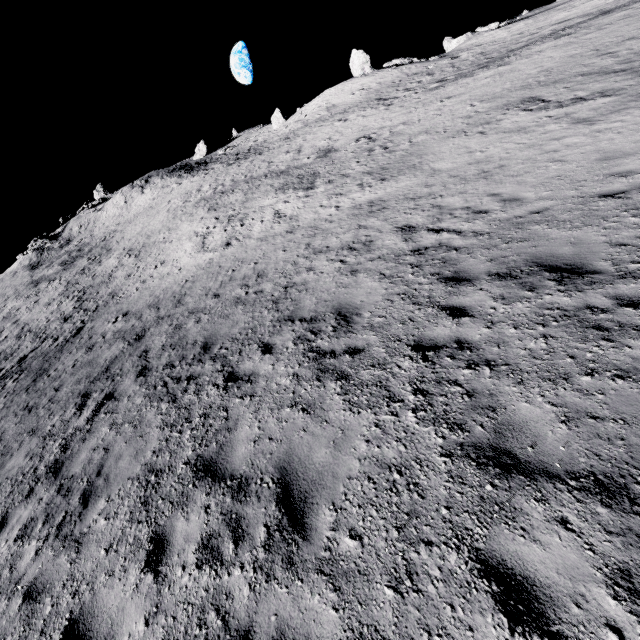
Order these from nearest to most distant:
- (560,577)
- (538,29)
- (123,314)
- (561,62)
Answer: (560,577)
(123,314)
(561,62)
(538,29)

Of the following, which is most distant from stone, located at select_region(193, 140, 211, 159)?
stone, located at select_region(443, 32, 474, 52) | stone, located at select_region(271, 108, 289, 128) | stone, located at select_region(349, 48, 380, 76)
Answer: stone, located at select_region(443, 32, 474, 52)

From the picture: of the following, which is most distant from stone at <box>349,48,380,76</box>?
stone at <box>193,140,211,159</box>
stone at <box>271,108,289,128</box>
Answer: stone at <box>193,140,211,159</box>

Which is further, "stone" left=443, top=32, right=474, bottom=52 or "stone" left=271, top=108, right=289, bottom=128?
"stone" left=271, top=108, right=289, bottom=128

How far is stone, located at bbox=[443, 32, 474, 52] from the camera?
43.5 meters

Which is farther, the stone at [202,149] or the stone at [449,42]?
the stone at [202,149]

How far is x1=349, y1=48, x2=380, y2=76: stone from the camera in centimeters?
4100cm

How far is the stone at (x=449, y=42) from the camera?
43.5 meters
